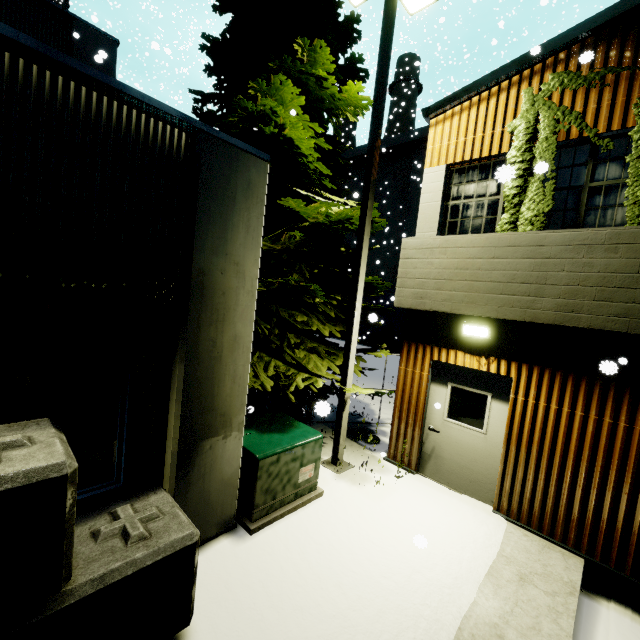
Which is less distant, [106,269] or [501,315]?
[106,269]

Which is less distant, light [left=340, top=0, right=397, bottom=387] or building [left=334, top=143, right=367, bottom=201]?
light [left=340, top=0, right=397, bottom=387]

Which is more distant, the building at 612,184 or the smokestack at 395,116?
the smokestack at 395,116

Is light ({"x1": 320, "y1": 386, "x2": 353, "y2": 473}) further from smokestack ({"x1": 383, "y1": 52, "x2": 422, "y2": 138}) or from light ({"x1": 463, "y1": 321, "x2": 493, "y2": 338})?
smokestack ({"x1": 383, "y1": 52, "x2": 422, "y2": 138})

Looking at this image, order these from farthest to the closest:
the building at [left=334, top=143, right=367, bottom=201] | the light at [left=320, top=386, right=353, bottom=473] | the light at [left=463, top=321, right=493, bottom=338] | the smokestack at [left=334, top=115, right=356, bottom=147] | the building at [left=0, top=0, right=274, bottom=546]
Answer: the smokestack at [left=334, top=115, right=356, bottom=147], the building at [left=334, top=143, right=367, bottom=201], the light at [left=320, top=386, right=353, bottom=473], the light at [left=463, top=321, right=493, bottom=338], the building at [left=0, top=0, right=274, bottom=546]

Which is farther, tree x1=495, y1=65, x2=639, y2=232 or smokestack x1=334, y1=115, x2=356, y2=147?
smokestack x1=334, y1=115, x2=356, y2=147

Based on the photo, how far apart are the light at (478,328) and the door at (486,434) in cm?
60

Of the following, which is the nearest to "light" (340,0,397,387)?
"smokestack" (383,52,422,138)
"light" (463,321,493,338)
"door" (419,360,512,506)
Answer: "door" (419,360,512,506)
